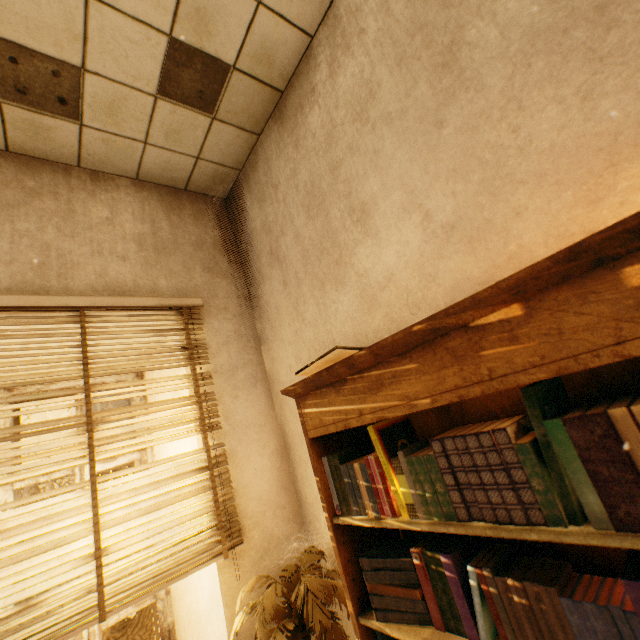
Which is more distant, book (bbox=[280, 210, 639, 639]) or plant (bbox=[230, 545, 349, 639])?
plant (bbox=[230, 545, 349, 639])

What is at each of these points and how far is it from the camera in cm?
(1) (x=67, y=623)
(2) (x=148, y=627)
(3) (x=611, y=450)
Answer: (1) blinds, 126
(2) tree, 986
(3) book, 61

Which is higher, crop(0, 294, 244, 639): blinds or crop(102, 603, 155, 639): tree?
A: crop(0, 294, 244, 639): blinds

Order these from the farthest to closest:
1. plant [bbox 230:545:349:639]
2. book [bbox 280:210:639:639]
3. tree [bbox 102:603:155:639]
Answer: tree [bbox 102:603:155:639], plant [bbox 230:545:349:639], book [bbox 280:210:639:639]

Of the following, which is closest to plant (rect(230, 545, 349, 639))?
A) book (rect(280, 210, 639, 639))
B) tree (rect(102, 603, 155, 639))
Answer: book (rect(280, 210, 639, 639))

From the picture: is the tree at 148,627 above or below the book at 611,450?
below

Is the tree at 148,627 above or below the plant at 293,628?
below
